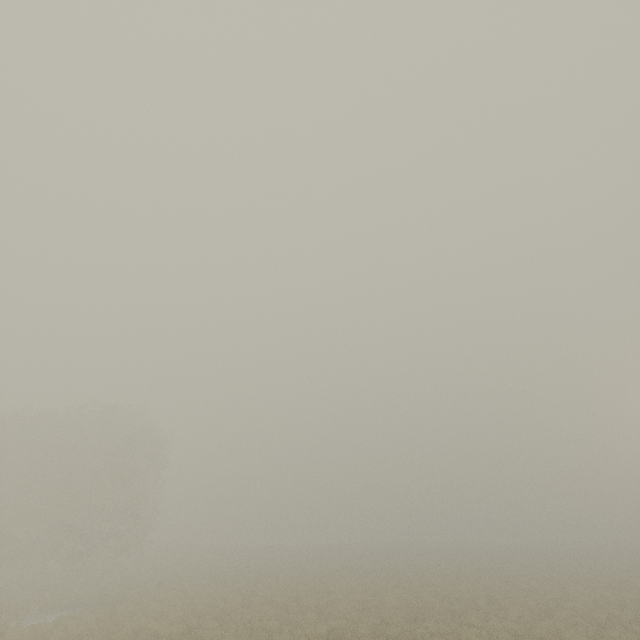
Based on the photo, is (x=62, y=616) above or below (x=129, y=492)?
below
